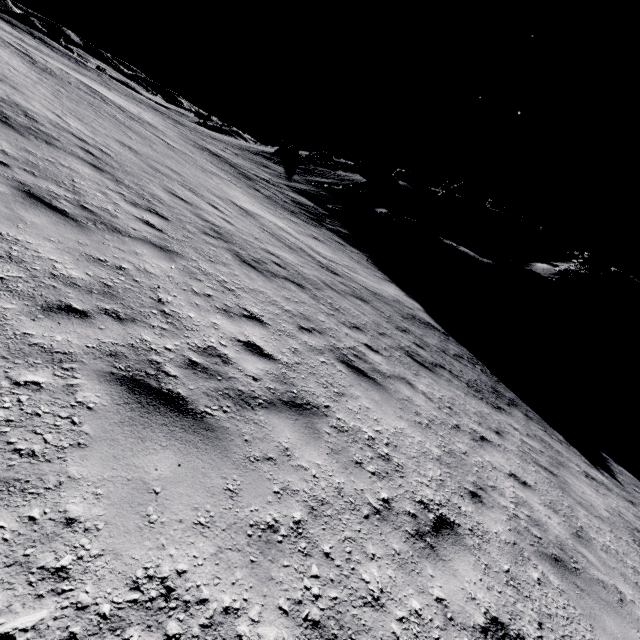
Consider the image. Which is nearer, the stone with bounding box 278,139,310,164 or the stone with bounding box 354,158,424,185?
the stone with bounding box 278,139,310,164

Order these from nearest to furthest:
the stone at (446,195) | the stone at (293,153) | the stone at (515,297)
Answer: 1. the stone at (515,297)
2. the stone at (446,195)
3. the stone at (293,153)

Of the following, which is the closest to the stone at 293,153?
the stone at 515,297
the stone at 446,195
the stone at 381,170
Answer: the stone at 381,170

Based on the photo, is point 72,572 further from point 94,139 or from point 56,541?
A: point 94,139

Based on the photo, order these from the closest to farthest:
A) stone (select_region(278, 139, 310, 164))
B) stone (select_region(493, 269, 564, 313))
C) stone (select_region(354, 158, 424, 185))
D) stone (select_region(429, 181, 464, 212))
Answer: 1. stone (select_region(493, 269, 564, 313))
2. stone (select_region(429, 181, 464, 212))
3. stone (select_region(278, 139, 310, 164))
4. stone (select_region(354, 158, 424, 185))

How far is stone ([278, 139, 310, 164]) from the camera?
48.7 meters

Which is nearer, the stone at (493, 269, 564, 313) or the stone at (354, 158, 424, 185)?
the stone at (493, 269, 564, 313)

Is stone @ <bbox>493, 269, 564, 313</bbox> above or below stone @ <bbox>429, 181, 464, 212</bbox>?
below
